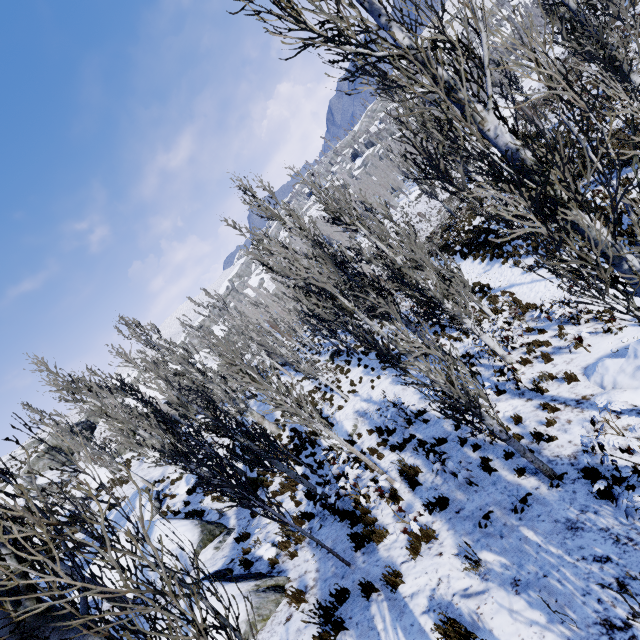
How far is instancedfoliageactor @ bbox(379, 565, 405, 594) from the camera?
5.7 meters

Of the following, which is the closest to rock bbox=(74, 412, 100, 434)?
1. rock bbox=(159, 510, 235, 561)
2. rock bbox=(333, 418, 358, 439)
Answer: rock bbox=(159, 510, 235, 561)

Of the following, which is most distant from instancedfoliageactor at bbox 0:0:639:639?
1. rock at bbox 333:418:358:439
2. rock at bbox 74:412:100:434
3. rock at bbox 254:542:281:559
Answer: rock at bbox 74:412:100:434

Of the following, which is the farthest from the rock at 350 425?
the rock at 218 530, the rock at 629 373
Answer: the rock at 629 373

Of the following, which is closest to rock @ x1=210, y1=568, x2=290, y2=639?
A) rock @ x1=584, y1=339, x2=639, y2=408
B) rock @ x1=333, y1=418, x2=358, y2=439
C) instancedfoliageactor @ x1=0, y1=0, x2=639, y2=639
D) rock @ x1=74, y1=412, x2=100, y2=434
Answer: instancedfoliageactor @ x1=0, y1=0, x2=639, y2=639

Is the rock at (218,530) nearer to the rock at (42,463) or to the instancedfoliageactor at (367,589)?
the instancedfoliageactor at (367,589)

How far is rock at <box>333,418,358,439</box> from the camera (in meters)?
14.69

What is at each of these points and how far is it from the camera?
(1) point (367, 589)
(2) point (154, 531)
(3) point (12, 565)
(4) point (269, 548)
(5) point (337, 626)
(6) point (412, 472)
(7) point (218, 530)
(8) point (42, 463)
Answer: (1) instancedfoliageactor, 5.9 meters
(2) rock, 12.3 meters
(3) instancedfoliageactor, 1.5 meters
(4) rock, 8.9 meters
(5) instancedfoliageactor, 5.4 meters
(6) instancedfoliageactor, 8.8 meters
(7) rock, 12.0 meters
(8) rock, 45.3 meters
